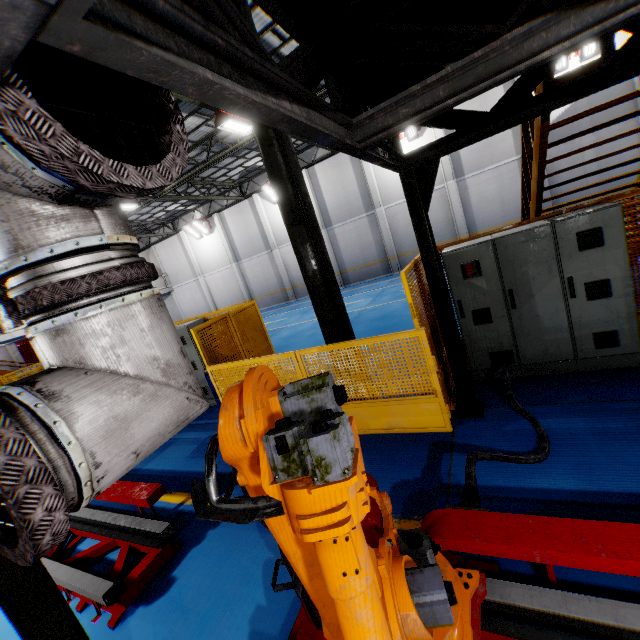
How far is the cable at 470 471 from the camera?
2.9m

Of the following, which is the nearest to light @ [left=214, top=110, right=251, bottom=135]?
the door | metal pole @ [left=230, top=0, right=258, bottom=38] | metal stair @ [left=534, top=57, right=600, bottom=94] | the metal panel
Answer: metal pole @ [left=230, top=0, right=258, bottom=38]

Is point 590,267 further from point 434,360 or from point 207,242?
point 207,242

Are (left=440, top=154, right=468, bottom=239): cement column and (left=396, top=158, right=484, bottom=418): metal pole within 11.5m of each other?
no

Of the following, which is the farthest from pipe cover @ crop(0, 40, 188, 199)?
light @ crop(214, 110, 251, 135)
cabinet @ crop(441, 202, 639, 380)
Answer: light @ crop(214, 110, 251, 135)

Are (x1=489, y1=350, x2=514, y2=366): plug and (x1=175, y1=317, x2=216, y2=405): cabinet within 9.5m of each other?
yes

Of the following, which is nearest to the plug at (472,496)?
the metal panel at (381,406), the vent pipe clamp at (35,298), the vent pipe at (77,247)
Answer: the metal panel at (381,406)

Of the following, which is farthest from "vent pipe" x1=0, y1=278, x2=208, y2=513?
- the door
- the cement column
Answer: the cement column
